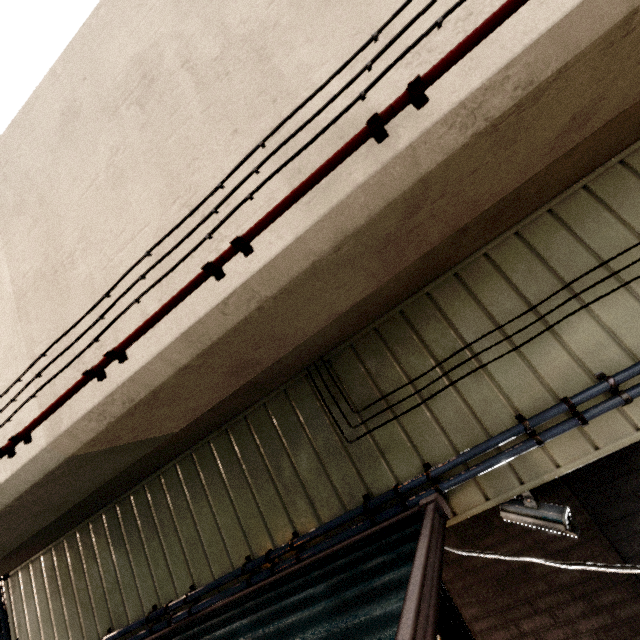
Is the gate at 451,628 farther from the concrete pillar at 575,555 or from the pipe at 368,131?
the pipe at 368,131

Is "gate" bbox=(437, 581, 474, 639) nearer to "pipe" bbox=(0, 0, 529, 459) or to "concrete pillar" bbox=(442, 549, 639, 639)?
"concrete pillar" bbox=(442, 549, 639, 639)

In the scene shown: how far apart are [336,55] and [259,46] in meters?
0.5 m

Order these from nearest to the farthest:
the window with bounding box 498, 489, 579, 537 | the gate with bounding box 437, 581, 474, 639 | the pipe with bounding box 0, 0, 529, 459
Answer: the pipe with bounding box 0, 0, 529, 459, the window with bounding box 498, 489, 579, 537, the gate with bounding box 437, 581, 474, 639

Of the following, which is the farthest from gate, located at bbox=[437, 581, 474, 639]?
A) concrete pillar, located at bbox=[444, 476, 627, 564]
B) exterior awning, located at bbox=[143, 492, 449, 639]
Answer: exterior awning, located at bbox=[143, 492, 449, 639]

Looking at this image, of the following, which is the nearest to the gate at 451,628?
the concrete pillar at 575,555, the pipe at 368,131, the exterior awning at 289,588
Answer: the concrete pillar at 575,555

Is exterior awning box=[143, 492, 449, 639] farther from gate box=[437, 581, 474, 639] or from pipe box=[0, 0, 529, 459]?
pipe box=[0, 0, 529, 459]

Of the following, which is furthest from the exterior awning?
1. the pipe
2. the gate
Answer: the pipe
